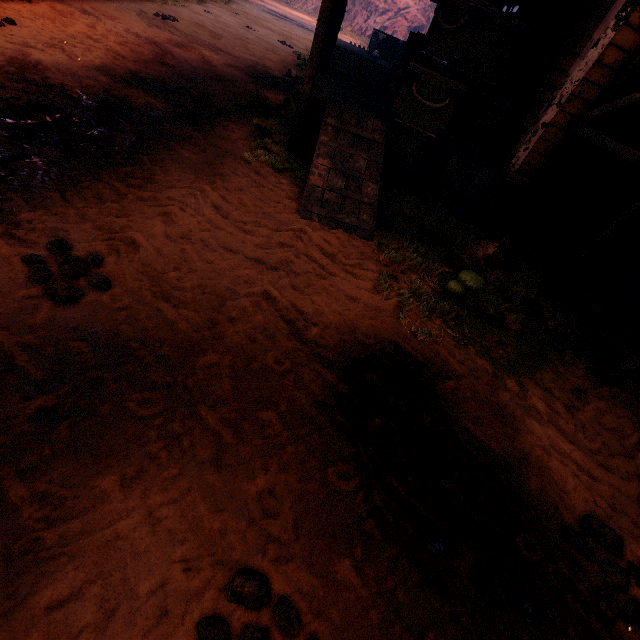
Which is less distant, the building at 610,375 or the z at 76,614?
the z at 76,614

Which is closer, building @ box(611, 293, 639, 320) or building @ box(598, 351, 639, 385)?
building @ box(598, 351, 639, 385)

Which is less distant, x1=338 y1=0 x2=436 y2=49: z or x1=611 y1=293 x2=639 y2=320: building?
x1=611 y1=293 x2=639 y2=320: building

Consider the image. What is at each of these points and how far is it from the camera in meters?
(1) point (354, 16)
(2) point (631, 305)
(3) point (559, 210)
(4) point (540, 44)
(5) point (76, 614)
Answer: (1) z, 37.4
(2) building, 5.1
(3) building, 6.4
(4) wooden box, 5.2
(5) z, 1.4

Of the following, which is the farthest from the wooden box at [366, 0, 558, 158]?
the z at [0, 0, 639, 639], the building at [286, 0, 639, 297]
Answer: the z at [0, 0, 639, 639]

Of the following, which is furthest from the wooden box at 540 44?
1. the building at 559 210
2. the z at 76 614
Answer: the z at 76 614
